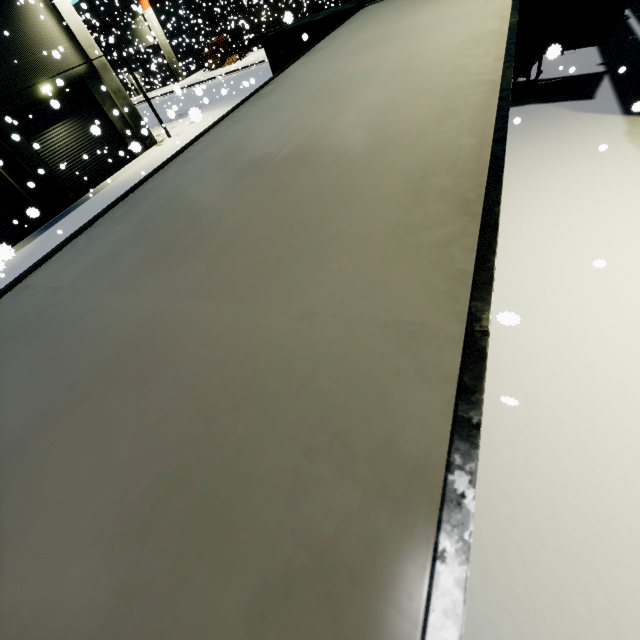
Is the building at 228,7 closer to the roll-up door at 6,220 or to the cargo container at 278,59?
the roll-up door at 6,220

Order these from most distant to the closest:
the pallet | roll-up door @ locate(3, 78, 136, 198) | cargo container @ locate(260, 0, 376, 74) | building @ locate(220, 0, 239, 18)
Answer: building @ locate(220, 0, 239, 18) → the pallet → roll-up door @ locate(3, 78, 136, 198) → cargo container @ locate(260, 0, 376, 74)

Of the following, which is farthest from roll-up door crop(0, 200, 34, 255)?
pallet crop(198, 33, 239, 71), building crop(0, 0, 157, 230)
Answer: pallet crop(198, 33, 239, 71)

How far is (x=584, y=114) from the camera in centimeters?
842cm

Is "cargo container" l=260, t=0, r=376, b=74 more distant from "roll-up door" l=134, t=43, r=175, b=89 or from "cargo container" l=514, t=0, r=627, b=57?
"cargo container" l=514, t=0, r=627, b=57

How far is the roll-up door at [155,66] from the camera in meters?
30.5

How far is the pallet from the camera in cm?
3941

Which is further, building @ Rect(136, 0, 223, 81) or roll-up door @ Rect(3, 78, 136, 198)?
building @ Rect(136, 0, 223, 81)
